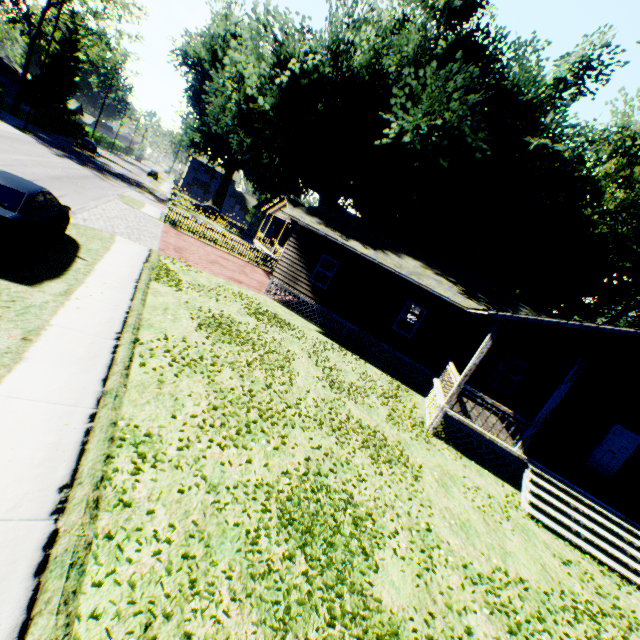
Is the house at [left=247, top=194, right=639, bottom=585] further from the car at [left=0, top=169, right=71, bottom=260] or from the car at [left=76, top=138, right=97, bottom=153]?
the car at [left=76, top=138, right=97, bottom=153]

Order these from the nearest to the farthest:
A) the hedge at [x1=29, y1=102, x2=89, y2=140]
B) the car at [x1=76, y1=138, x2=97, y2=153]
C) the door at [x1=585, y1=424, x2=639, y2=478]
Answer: the door at [x1=585, y1=424, x2=639, y2=478], the hedge at [x1=29, y1=102, x2=89, y2=140], the car at [x1=76, y1=138, x2=97, y2=153]

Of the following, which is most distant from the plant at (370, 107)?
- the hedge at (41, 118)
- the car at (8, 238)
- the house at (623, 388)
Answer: the car at (8, 238)

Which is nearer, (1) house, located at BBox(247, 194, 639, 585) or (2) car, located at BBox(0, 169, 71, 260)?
(2) car, located at BBox(0, 169, 71, 260)

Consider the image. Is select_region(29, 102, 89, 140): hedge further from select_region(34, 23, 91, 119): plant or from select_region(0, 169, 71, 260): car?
select_region(0, 169, 71, 260): car

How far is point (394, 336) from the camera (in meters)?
16.03

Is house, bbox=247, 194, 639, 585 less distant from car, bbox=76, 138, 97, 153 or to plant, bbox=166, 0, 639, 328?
plant, bbox=166, 0, 639, 328

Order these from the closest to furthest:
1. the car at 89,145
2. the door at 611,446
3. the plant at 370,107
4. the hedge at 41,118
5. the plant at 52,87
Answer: the door at 611,446 → the plant at 370,107 → the hedge at 41,118 → the car at 89,145 → the plant at 52,87
